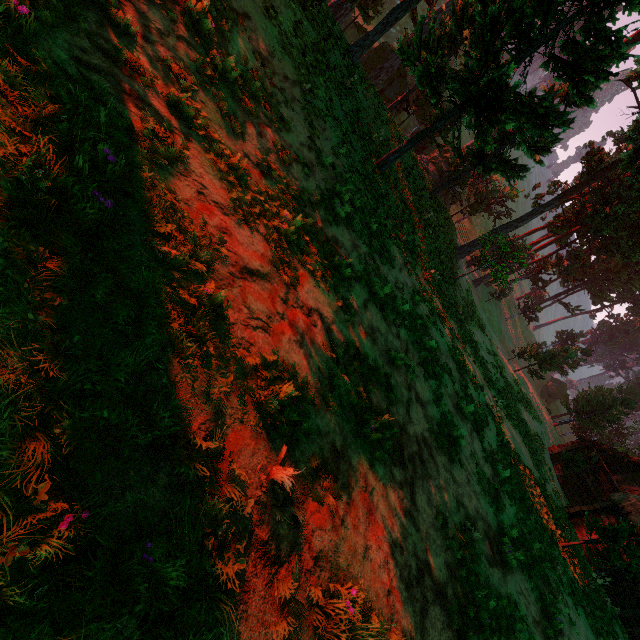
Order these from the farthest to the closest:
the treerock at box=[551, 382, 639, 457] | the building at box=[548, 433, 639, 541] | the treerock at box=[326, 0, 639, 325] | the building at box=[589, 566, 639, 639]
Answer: the treerock at box=[551, 382, 639, 457] < the building at box=[548, 433, 639, 541] < the building at box=[589, 566, 639, 639] < the treerock at box=[326, 0, 639, 325]

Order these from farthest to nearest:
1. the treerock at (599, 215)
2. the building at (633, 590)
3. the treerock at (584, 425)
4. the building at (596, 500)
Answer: the treerock at (584, 425) < the building at (596, 500) < the building at (633, 590) < the treerock at (599, 215)

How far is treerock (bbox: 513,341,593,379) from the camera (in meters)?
33.72

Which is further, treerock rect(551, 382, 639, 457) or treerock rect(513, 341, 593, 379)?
treerock rect(551, 382, 639, 457)

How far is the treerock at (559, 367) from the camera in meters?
33.7

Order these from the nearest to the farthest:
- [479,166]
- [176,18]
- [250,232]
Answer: [250,232] → [176,18] → [479,166]

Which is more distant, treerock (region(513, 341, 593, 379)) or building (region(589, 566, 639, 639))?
treerock (region(513, 341, 593, 379))
